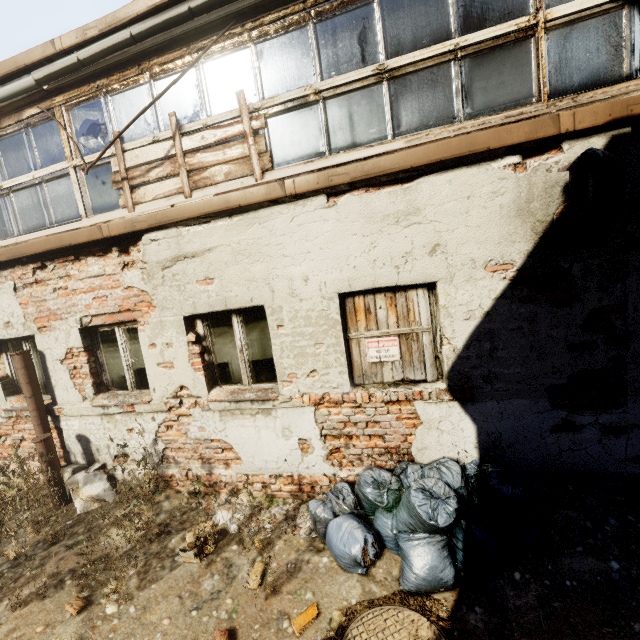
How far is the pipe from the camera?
4.5m

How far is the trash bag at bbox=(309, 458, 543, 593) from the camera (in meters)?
2.87

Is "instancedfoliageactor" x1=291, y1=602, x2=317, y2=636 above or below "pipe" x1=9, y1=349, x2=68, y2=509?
below

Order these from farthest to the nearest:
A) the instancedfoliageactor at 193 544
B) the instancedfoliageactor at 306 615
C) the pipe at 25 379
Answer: the pipe at 25 379 → the instancedfoliageactor at 193 544 → the instancedfoliageactor at 306 615

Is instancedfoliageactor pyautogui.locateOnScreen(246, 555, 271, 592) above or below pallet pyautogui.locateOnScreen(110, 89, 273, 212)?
below

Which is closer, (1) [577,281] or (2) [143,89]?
(1) [577,281]

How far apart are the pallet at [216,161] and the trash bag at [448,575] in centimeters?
374cm

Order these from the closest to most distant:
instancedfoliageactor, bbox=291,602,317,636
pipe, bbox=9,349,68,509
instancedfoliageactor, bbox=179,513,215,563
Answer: instancedfoliageactor, bbox=291,602,317,636, instancedfoliageactor, bbox=179,513,215,563, pipe, bbox=9,349,68,509
